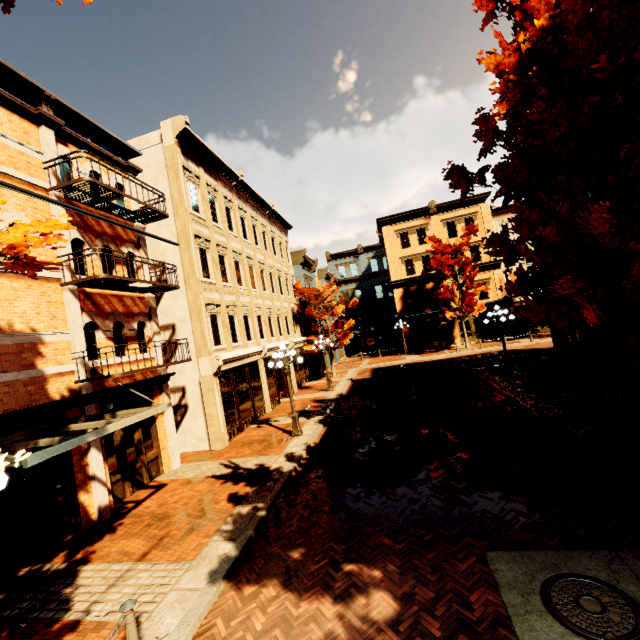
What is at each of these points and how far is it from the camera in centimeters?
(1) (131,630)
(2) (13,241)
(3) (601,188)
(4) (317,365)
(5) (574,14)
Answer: (1) chain link post, 418cm
(2) tree, 334cm
(3) building, 1174cm
(4) building, 2783cm
(5) tree, 580cm

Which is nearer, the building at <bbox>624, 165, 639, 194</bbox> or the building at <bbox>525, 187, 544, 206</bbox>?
the building at <bbox>624, 165, 639, 194</bbox>

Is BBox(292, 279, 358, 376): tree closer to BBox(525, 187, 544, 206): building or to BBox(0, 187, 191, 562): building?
BBox(525, 187, 544, 206): building

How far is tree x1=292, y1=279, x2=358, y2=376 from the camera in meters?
24.8

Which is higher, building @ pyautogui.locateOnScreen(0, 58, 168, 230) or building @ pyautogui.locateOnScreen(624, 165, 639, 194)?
building @ pyautogui.locateOnScreen(0, 58, 168, 230)

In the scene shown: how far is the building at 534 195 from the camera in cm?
1569

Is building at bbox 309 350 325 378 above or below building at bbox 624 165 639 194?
below
